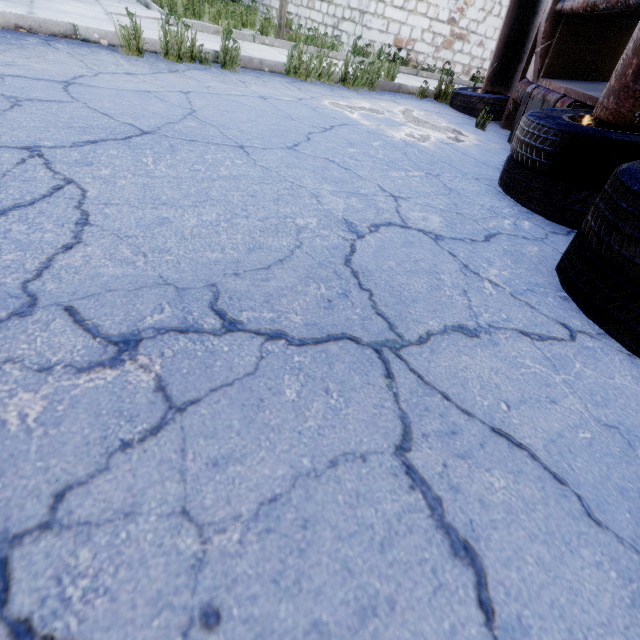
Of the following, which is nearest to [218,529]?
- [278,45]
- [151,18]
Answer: [151,18]
